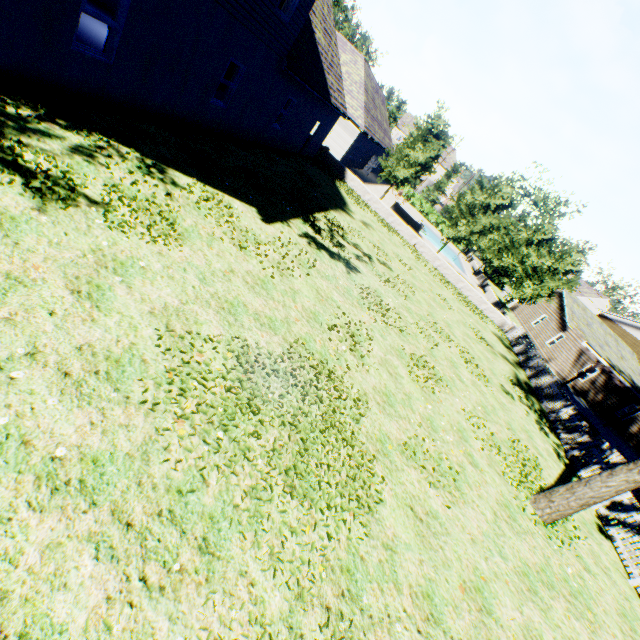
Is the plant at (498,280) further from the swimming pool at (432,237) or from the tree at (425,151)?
the swimming pool at (432,237)

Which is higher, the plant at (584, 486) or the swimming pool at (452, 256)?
the plant at (584, 486)

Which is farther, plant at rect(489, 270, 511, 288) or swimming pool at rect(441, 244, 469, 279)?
plant at rect(489, 270, 511, 288)

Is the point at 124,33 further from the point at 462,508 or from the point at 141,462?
the point at 462,508

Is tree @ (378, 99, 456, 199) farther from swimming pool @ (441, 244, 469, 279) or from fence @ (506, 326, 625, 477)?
swimming pool @ (441, 244, 469, 279)

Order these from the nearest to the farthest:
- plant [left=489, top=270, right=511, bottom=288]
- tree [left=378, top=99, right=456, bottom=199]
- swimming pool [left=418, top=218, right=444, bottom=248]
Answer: tree [left=378, top=99, right=456, bottom=199], swimming pool [left=418, top=218, right=444, bottom=248], plant [left=489, top=270, right=511, bottom=288]

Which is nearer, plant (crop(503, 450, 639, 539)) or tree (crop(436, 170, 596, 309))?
plant (crop(503, 450, 639, 539))

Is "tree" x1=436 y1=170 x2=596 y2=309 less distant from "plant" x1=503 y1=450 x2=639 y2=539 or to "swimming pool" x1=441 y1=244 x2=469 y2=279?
"swimming pool" x1=441 y1=244 x2=469 y2=279
